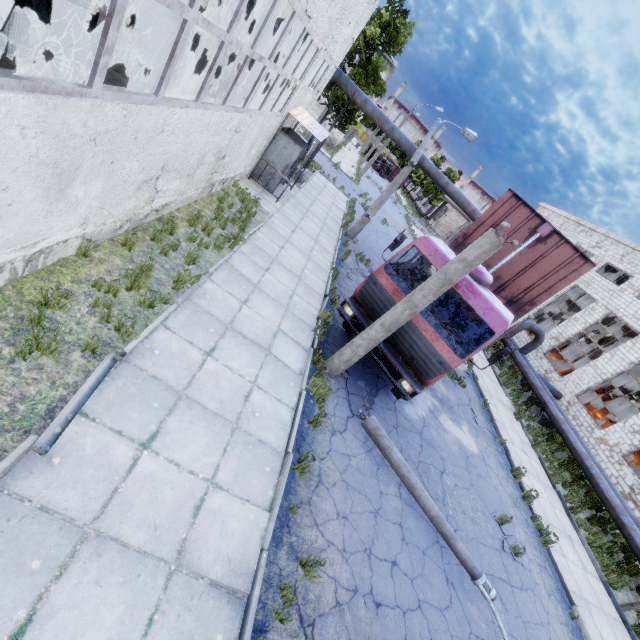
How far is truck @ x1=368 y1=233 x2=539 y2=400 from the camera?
6.9m

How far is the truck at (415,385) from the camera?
6.95m

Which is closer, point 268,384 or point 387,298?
point 268,384

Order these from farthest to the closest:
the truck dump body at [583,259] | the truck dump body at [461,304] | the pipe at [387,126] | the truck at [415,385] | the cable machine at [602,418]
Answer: the cable machine at [602,418]
the pipe at [387,126]
the truck dump body at [461,304]
the truck dump body at [583,259]
the truck at [415,385]

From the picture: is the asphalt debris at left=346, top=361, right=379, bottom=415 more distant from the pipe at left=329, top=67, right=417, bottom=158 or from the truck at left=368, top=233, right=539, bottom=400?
the pipe at left=329, top=67, right=417, bottom=158

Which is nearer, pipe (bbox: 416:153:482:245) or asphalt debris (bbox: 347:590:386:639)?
asphalt debris (bbox: 347:590:386:639)

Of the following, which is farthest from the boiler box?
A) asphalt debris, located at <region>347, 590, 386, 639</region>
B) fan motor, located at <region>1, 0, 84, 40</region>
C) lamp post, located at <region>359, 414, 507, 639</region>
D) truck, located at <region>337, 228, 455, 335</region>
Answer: asphalt debris, located at <region>347, 590, 386, 639</region>

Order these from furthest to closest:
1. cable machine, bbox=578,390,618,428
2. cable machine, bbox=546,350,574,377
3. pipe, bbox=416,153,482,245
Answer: cable machine, bbox=546,350,574,377, cable machine, bbox=578,390,618,428, pipe, bbox=416,153,482,245
